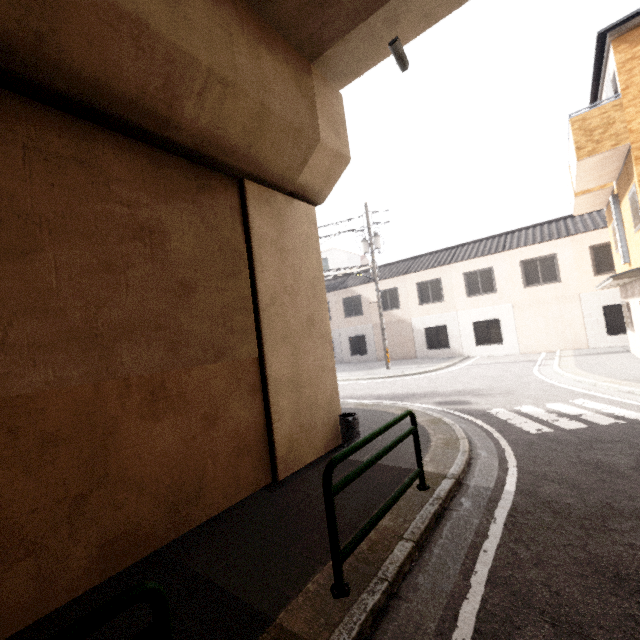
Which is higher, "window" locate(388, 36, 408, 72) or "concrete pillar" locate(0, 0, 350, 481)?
"window" locate(388, 36, 408, 72)

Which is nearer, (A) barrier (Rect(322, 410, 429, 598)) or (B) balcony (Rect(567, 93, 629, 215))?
(A) barrier (Rect(322, 410, 429, 598))

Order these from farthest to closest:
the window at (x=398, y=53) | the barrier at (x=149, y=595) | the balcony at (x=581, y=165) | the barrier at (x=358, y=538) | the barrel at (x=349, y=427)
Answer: the balcony at (x=581, y=165)
the barrel at (x=349, y=427)
the window at (x=398, y=53)
the barrier at (x=358, y=538)
the barrier at (x=149, y=595)

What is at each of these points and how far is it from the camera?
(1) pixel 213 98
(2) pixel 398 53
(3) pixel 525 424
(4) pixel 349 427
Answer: (1) concrete pillar, 4.14m
(2) window, 5.40m
(3) ground decal, 6.58m
(4) barrel, 6.19m

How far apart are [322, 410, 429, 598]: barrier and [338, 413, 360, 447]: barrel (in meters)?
1.87

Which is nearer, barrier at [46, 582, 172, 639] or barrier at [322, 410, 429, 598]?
barrier at [46, 582, 172, 639]

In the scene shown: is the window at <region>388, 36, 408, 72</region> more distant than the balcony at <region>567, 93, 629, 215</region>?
No

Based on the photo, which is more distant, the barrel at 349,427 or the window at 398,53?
the barrel at 349,427
